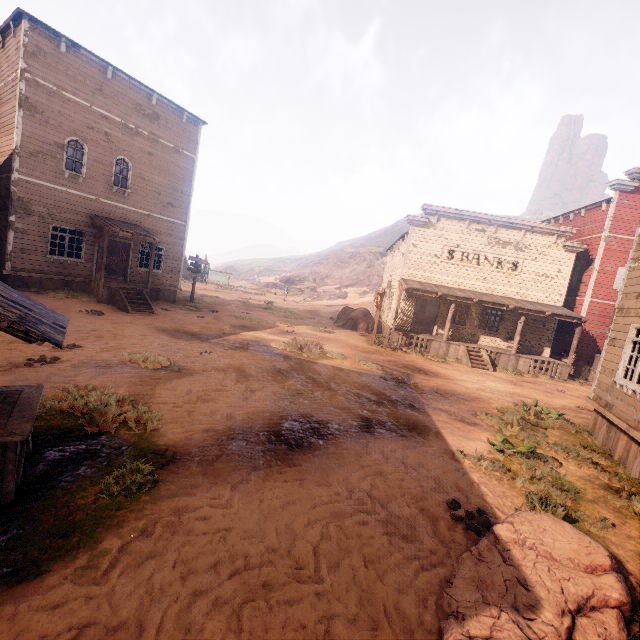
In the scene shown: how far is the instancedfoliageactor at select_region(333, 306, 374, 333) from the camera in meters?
24.0 m

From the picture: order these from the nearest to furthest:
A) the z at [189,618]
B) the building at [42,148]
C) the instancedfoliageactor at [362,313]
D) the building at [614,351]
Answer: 1. the z at [189,618]
2. the building at [614,351]
3. the building at [42,148]
4. the instancedfoliageactor at [362,313]

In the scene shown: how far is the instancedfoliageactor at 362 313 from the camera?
24.0m

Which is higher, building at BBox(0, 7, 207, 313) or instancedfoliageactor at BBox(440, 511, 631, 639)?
building at BBox(0, 7, 207, 313)

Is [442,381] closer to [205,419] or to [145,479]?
[205,419]

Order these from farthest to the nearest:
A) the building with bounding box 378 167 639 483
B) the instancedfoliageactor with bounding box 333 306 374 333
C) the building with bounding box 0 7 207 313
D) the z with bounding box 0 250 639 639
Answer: the instancedfoliageactor with bounding box 333 306 374 333 → the building with bounding box 0 7 207 313 → the building with bounding box 378 167 639 483 → the z with bounding box 0 250 639 639

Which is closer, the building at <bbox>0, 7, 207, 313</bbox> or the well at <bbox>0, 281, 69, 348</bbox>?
the well at <bbox>0, 281, 69, 348</bbox>

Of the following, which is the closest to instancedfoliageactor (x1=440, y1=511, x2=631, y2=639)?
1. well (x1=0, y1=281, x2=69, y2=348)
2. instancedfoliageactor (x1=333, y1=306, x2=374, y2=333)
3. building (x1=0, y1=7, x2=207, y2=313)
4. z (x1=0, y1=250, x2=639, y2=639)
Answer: z (x1=0, y1=250, x2=639, y2=639)
